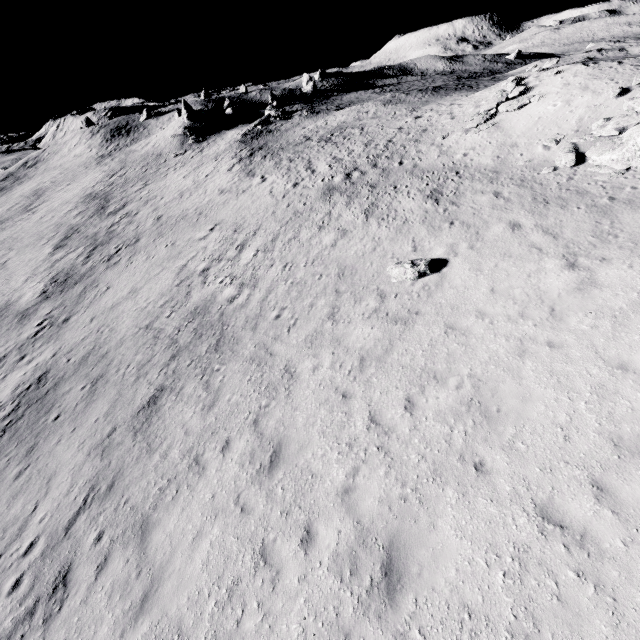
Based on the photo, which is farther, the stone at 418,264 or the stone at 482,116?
the stone at 482,116

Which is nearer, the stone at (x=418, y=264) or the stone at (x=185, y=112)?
the stone at (x=418, y=264)

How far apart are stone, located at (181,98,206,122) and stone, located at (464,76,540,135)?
47.5 meters

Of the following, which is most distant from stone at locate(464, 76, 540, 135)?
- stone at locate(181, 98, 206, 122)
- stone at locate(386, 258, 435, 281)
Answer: stone at locate(181, 98, 206, 122)

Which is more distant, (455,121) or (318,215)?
(455,121)

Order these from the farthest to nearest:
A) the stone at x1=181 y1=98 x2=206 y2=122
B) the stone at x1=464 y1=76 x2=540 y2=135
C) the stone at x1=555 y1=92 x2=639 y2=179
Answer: the stone at x1=181 y1=98 x2=206 y2=122
the stone at x1=464 y1=76 x2=540 y2=135
the stone at x1=555 y1=92 x2=639 y2=179

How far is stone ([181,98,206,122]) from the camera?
52.7m
